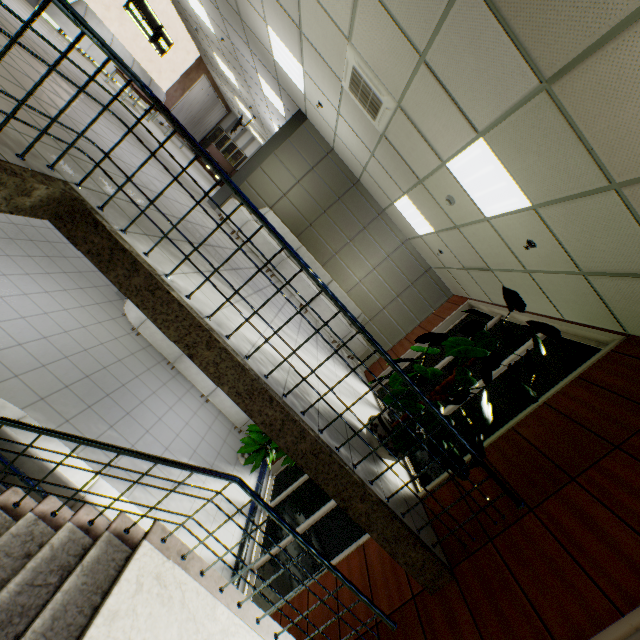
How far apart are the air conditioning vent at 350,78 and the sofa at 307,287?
3.4m

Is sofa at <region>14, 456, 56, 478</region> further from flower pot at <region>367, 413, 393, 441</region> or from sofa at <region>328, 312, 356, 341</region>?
sofa at <region>328, 312, 356, 341</region>

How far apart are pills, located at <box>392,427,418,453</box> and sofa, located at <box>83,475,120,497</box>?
2.8m

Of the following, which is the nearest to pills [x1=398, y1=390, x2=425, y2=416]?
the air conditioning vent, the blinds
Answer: the air conditioning vent

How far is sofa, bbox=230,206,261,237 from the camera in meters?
7.6 m

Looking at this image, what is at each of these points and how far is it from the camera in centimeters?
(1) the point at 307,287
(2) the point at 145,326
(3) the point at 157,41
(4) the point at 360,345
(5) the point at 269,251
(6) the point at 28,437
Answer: (1) sofa, 785cm
(2) sofa, 796cm
(3) sign, 1164cm
(4) sofa, 827cm
(5) sofa, 769cm
(6) sofa, 382cm

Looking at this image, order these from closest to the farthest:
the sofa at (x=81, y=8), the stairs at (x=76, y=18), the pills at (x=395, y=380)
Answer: the stairs at (x=76, y=18), the pills at (x=395, y=380), the sofa at (x=81, y=8)

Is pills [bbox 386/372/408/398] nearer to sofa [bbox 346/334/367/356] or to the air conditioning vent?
the air conditioning vent
